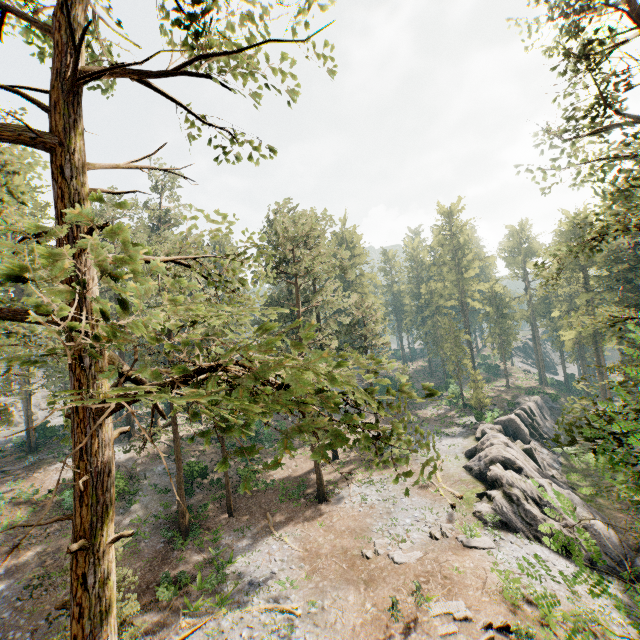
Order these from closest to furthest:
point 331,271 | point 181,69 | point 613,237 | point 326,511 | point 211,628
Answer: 1. point 181,69
2. point 613,237
3. point 211,628
4. point 326,511
5. point 331,271

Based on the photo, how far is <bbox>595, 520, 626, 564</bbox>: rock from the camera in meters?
21.4

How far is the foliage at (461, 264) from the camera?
44.2m

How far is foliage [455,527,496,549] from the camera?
20.45m

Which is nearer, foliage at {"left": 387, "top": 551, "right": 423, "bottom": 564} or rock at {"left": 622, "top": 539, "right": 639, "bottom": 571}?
foliage at {"left": 387, "top": 551, "right": 423, "bottom": 564}
